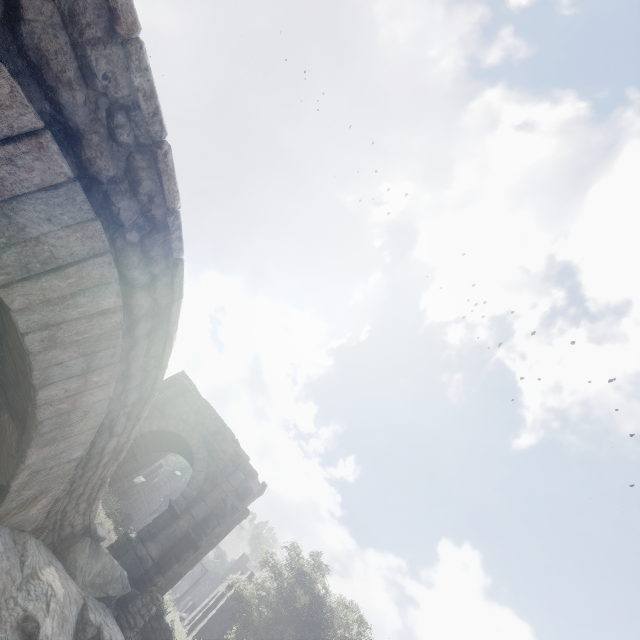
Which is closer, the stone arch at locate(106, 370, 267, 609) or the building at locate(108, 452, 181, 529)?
the stone arch at locate(106, 370, 267, 609)

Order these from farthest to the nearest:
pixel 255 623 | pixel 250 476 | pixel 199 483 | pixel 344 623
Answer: pixel 344 623
pixel 255 623
pixel 250 476
pixel 199 483

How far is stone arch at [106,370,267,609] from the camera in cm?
1206

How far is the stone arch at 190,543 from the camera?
12.06m

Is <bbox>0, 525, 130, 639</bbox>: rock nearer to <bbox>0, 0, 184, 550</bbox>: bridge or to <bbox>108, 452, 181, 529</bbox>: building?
<bbox>0, 0, 184, 550</bbox>: bridge

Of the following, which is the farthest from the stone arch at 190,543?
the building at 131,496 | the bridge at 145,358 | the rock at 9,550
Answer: the bridge at 145,358

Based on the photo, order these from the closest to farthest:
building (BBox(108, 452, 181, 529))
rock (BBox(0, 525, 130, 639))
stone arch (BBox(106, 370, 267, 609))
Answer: rock (BBox(0, 525, 130, 639)), stone arch (BBox(106, 370, 267, 609)), building (BBox(108, 452, 181, 529))
